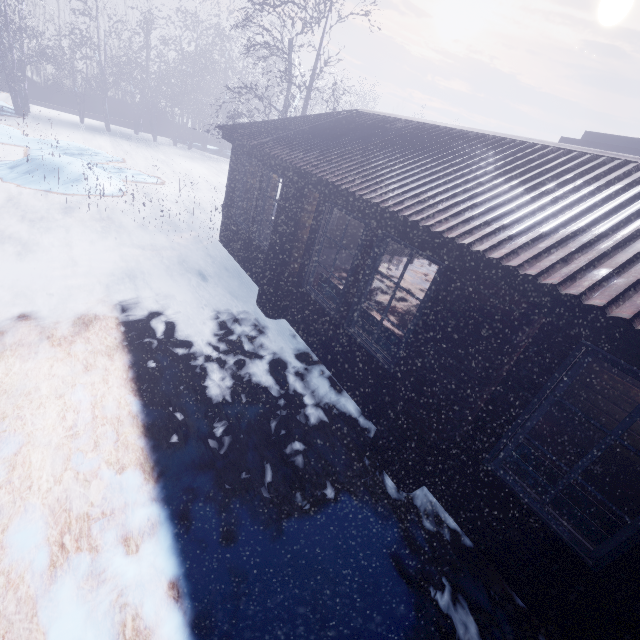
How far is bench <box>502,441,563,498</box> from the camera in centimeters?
256cm

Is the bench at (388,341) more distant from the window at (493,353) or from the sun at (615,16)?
the sun at (615,16)

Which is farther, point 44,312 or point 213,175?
point 213,175

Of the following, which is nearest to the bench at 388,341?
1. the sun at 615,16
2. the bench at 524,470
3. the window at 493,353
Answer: the window at 493,353

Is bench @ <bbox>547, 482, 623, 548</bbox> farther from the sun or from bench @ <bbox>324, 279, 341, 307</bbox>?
the sun

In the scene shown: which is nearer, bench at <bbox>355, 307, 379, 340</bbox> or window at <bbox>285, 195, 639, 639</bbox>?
window at <bbox>285, 195, 639, 639</bbox>

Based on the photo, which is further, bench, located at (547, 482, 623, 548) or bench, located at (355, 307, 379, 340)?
bench, located at (355, 307, 379, 340)

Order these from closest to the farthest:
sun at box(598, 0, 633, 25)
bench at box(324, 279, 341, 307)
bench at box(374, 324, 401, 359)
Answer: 1. bench at box(374, 324, 401, 359)
2. bench at box(324, 279, 341, 307)
3. sun at box(598, 0, 633, 25)
